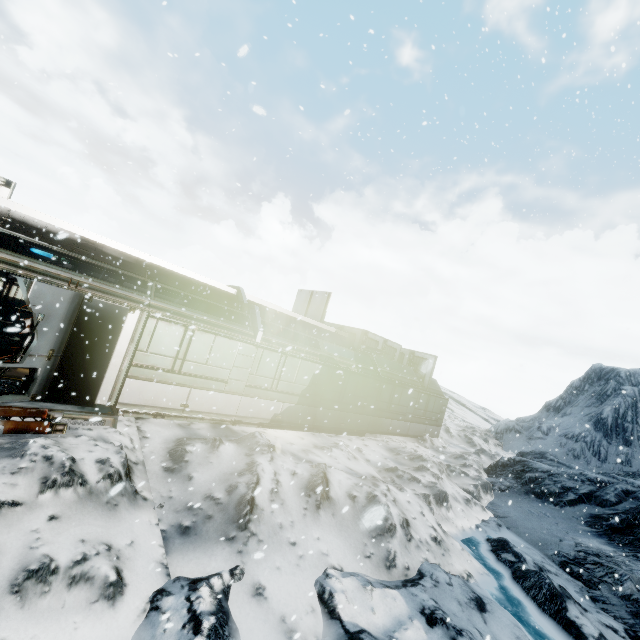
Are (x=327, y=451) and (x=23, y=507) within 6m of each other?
no
